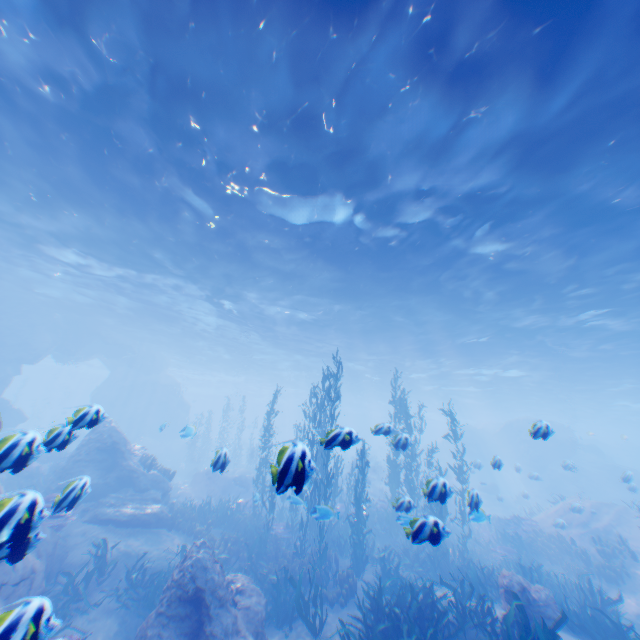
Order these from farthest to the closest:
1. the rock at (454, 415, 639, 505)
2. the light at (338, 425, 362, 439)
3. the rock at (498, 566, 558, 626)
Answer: the rock at (454, 415, 639, 505) → the rock at (498, 566, 558, 626) → the light at (338, 425, 362, 439)

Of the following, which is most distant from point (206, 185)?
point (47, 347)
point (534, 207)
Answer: point (47, 347)

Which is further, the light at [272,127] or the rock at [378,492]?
the rock at [378,492]

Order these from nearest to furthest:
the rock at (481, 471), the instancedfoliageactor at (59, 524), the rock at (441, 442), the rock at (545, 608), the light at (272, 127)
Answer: the instancedfoliageactor at (59, 524), the light at (272, 127), the rock at (545, 608), the rock at (481, 471), the rock at (441, 442)

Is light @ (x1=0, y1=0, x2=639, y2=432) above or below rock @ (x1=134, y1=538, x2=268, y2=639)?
above

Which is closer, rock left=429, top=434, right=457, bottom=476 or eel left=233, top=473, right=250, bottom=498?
eel left=233, top=473, right=250, bottom=498

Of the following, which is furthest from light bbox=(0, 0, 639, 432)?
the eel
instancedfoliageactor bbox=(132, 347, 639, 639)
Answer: the eel

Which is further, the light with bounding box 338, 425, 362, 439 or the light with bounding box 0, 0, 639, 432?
the light with bounding box 0, 0, 639, 432
